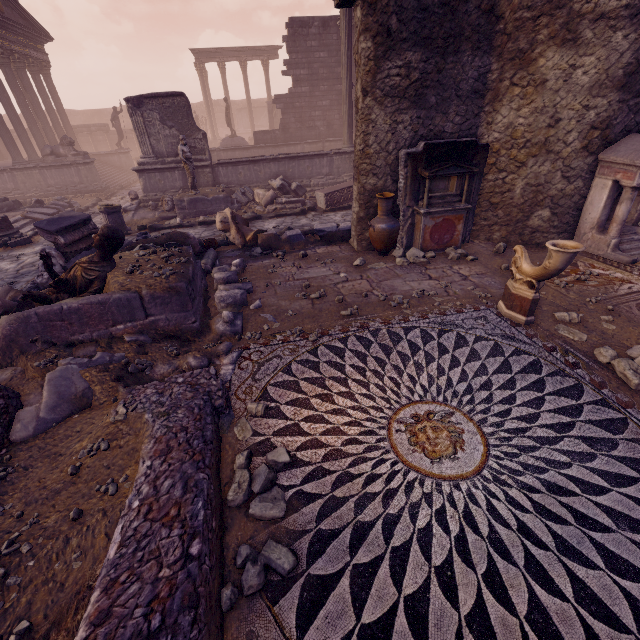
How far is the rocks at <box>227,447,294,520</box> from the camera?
2.6 meters

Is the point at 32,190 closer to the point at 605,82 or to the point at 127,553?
the point at 127,553

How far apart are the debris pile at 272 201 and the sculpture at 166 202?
2.45m

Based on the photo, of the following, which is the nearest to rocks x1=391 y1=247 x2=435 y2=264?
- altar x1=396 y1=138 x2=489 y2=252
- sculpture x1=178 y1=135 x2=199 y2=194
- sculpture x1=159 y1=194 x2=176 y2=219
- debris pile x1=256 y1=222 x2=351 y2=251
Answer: altar x1=396 y1=138 x2=489 y2=252

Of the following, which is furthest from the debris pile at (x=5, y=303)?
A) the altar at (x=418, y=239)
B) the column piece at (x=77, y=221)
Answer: the altar at (x=418, y=239)

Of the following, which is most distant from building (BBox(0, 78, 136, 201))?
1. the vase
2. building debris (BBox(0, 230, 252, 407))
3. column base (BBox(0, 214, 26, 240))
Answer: the vase

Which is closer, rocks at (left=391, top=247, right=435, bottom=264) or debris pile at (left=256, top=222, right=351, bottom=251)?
rocks at (left=391, top=247, right=435, bottom=264)

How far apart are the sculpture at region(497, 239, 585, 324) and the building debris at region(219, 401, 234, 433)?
4.2 meters
